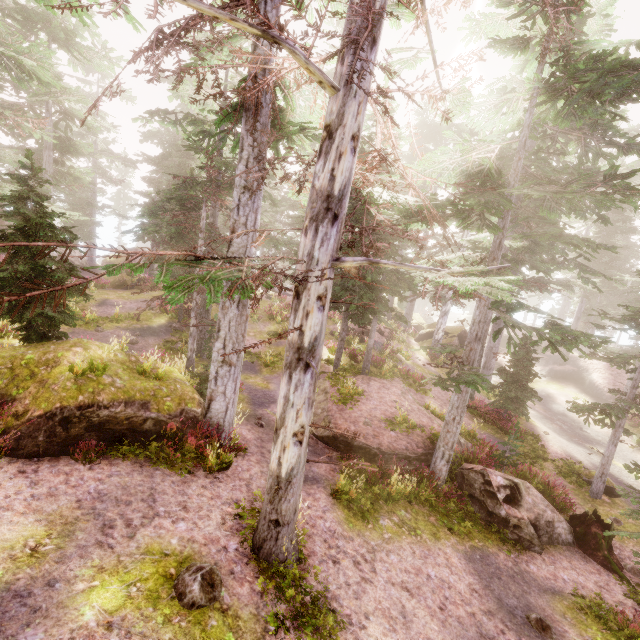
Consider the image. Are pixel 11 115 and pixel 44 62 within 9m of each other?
yes

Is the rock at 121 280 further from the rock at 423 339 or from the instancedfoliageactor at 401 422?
the rock at 423 339

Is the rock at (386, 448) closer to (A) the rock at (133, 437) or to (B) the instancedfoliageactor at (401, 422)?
(B) the instancedfoliageactor at (401, 422)

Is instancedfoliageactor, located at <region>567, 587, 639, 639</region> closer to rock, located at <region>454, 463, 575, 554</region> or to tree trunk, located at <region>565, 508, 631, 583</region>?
rock, located at <region>454, 463, 575, 554</region>

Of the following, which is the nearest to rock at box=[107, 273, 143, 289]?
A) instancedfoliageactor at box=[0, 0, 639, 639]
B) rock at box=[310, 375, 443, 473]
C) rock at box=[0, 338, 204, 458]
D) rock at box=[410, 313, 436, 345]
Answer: instancedfoliageactor at box=[0, 0, 639, 639]

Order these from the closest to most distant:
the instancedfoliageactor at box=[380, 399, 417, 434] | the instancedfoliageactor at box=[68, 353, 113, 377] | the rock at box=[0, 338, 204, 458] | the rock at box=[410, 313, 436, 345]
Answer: the rock at box=[0, 338, 204, 458]
the instancedfoliageactor at box=[68, 353, 113, 377]
the instancedfoliageactor at box=[380, 399, 417, 434]
the rock at box=[410, 313, 436, 345]

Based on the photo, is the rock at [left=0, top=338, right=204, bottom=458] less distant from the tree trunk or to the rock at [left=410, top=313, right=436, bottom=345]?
the tree trunk

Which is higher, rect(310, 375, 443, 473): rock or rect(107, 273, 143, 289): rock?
rect(107, 273, 143, 289): rock
